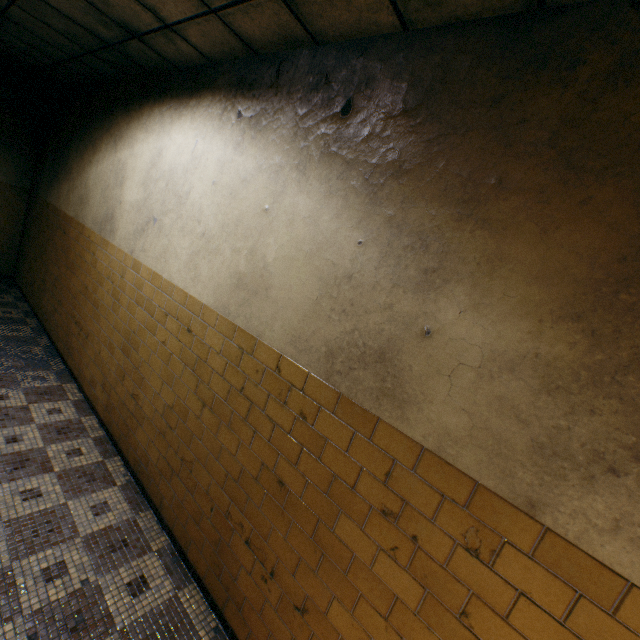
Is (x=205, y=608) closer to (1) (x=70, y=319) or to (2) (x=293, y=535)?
(2) (x=293, y=535)
